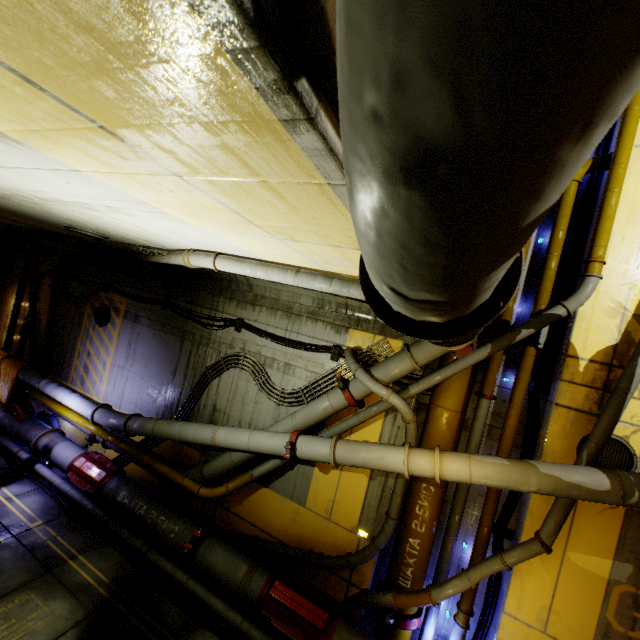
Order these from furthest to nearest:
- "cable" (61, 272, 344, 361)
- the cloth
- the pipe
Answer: the cloth, "cable" (61, 272, 344, 361), the pipe

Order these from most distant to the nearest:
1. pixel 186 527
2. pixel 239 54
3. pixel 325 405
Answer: pixel 186 527 < pixel 325 405 < pixel 239 54

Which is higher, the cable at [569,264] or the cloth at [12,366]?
the cable at [569,264]

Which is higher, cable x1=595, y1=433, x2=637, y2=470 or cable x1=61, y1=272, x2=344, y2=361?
cable x1=61, y1=272, x2=344, y2=361

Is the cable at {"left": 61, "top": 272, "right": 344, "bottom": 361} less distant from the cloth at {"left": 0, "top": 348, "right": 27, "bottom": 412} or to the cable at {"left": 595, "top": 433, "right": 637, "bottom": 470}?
the cloth at {"left": 0, "top": 348, "right": 27, "bottom": 412}

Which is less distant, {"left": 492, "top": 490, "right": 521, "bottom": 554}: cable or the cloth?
{"left": 492, "top": 490, "right": 521, "bottom": 554}: cable

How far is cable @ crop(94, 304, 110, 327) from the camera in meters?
11.3 m

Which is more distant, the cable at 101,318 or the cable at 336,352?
the cable at 101,318
